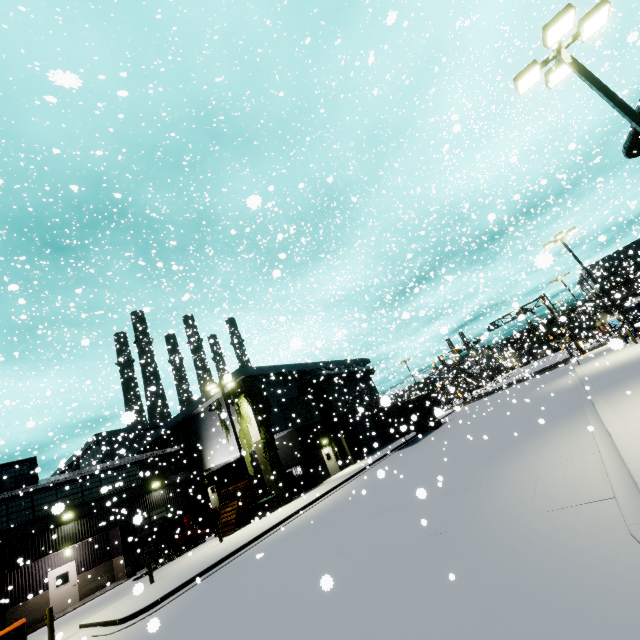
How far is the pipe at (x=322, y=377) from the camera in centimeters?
3189cm

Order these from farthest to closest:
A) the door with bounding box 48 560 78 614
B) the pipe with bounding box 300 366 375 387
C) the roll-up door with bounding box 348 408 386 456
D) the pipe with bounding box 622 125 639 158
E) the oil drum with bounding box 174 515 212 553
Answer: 1. the roll-up door with bounding box 348 408 386 456
2. the pipe with bounding box 300 366 375 387
3. the oil drum with bounding box 174 515 212 553
4. the pipe with bounding box 622 125 639 158
5. the door with bounding box 48 560 78 614

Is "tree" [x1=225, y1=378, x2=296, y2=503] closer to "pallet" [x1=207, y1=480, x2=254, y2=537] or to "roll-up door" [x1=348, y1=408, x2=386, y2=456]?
"pallet" [x1=207, y1=480, x2=254, y2=537]

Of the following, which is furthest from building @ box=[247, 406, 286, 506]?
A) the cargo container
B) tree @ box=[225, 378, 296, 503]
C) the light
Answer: the light

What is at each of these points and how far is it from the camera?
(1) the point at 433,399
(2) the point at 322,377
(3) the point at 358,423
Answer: (1) cargo container, 35.75m
(2) pipe, 18.84m
(3) roll-up door, 36.19m

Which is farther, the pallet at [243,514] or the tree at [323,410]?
the tree at [323,410]

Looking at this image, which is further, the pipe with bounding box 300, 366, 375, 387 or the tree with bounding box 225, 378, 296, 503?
the pipe with bounding box 300, 366, 375, 387

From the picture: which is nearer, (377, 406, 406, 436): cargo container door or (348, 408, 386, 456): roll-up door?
(377, 406, 406, 436): cargo container door
